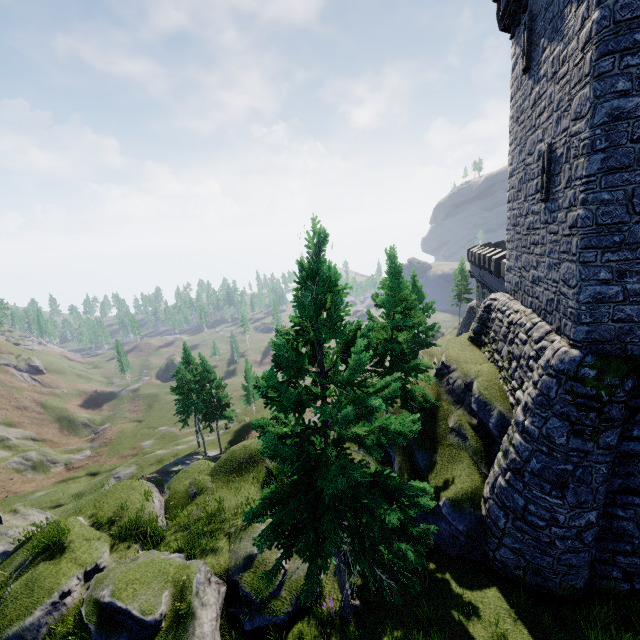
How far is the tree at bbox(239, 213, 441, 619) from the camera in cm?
757

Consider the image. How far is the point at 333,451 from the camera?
8.5 meters

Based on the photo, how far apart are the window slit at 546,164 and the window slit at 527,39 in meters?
4.2

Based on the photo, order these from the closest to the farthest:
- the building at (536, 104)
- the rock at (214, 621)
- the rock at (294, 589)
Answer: the building at (536, 104) → the rock at (214, 621) → the rock at (294, 589)

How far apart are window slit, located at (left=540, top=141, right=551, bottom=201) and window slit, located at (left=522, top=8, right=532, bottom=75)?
4.2m

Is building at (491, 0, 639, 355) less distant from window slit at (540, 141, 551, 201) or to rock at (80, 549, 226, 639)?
window slit at (540, 141, 551, 201)

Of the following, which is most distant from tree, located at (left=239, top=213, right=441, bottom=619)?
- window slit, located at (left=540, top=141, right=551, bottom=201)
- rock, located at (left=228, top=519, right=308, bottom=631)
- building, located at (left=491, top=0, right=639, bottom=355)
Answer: window slit, located at (left=540, top=141, right=551, bottom=201)

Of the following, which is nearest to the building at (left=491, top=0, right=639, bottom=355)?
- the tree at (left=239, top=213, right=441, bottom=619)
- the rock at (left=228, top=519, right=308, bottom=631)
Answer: the tree at (left=239, top=213, right=441, bottom=619)
